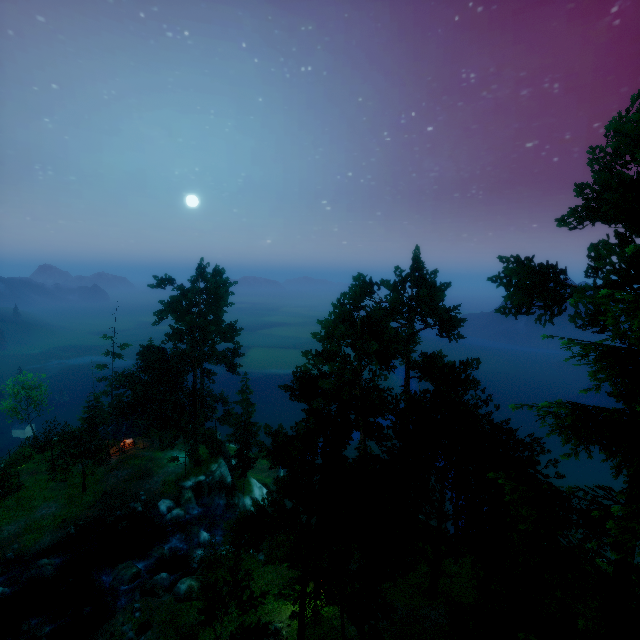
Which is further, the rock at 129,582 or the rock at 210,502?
the rock at 210,502

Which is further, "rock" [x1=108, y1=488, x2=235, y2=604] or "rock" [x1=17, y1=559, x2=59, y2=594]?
"rock" [x1=17, y1=559, x2=59, y2=594]

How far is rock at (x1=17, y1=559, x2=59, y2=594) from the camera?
27.2m

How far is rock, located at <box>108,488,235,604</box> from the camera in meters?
25.6

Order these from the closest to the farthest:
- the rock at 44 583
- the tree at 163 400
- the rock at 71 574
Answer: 1. the tree at 163 400
2. the rock at 44 583
3. the rock at 71 574

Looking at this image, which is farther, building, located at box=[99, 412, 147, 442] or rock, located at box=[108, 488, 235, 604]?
building, located at box=[99, 412, 147, 442]

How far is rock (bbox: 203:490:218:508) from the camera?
39.06m

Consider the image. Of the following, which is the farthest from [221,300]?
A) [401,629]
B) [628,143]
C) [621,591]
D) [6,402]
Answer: [621,591]
